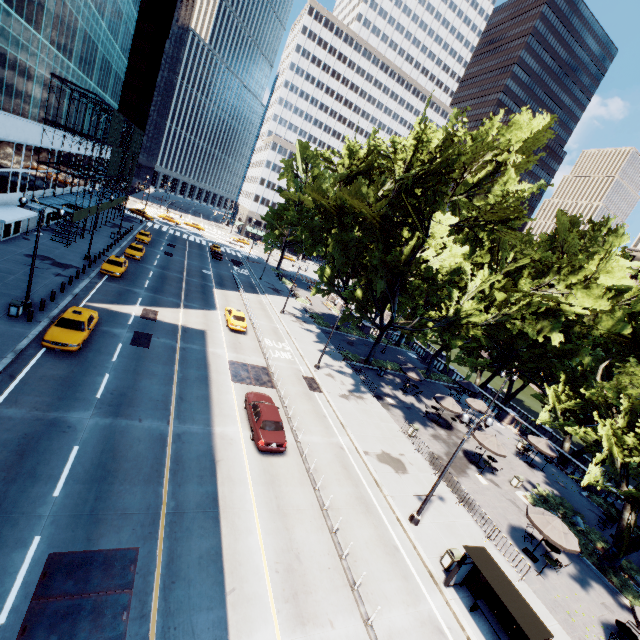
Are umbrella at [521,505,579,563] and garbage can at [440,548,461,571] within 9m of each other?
yes

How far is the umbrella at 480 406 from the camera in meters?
32.5 m

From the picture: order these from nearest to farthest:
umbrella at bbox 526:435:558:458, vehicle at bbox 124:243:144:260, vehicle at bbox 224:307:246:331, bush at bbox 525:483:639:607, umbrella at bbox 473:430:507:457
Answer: bush at bbox 525:483:639:607 → umbrella at bbox 473:430:507:457 → umbrella at bbox 526:435:558:458 → vehicle at bbox 224:307:246:331 → vehicle at bbox 124:243:144:260

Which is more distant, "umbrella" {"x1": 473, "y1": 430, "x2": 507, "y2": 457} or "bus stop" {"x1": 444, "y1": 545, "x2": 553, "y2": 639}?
"umbrella" {"x1": 473, "y1": 430, "x2": 507, "y2": 457}

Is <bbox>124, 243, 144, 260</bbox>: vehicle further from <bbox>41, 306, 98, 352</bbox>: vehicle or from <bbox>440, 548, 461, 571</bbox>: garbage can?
<bbox>440, 548, 461, 571</bbox>: garbage can

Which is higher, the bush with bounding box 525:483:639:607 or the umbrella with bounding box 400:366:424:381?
the umbrella with bounding box 400:366:424:381

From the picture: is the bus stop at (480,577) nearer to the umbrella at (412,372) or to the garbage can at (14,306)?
the umbrella at (412,372)

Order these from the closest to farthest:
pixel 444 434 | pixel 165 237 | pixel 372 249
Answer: pixel 444 434, pixel 372 249, pixel 165 237
